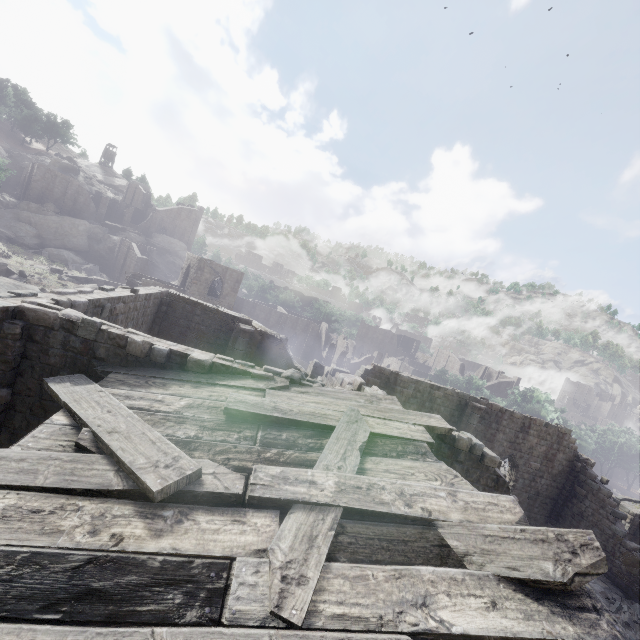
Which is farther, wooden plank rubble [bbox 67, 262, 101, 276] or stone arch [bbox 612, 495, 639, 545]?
wooden plank rubble [bbox 67, 262, 101, 276]

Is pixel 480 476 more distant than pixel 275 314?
No

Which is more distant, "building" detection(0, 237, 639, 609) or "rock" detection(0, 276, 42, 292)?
"rock" detection(0, 276, 42, 292)

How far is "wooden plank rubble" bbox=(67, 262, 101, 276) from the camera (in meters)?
50.03

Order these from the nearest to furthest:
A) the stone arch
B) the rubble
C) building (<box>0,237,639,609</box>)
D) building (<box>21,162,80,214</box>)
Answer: building (<box>0,237,639,609</box>) → the rubble → the stone arch → building (<box>21,162,80,214</box>)

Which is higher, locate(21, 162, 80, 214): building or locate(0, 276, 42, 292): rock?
locate(21, 162, 80, 214): building

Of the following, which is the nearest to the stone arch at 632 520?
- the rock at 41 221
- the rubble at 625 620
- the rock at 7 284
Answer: the rubble at 625 620

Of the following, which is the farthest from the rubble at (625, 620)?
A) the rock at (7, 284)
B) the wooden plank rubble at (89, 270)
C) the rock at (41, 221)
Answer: the rock at (41, 221)
